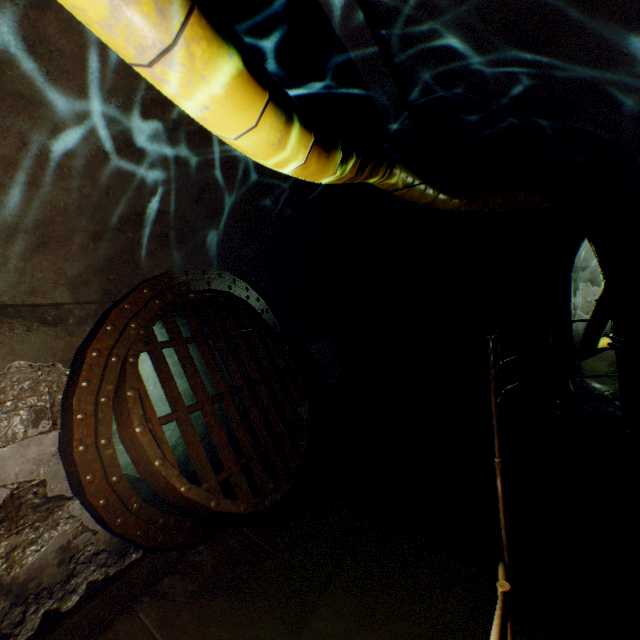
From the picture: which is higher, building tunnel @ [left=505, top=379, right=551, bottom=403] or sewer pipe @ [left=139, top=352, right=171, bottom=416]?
sewer pipe @ [left=139, top=352, right=171, bottom=416]

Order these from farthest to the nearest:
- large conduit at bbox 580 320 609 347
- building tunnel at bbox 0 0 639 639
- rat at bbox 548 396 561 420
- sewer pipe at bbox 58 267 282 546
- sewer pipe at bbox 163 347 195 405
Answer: large conduit at bbox 580 320 609 347
sewer pipe at bbox 163 347 195 405
rat at bbox 548 396 561 420
sewer pipe at bbox 58 267 282 546
building tunnel at bbox 0 0 639 639

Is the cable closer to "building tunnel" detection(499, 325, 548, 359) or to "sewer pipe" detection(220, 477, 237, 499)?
"building tunnel" detection(499, 325, 548, 359)

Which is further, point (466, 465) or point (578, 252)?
point (578, 252)

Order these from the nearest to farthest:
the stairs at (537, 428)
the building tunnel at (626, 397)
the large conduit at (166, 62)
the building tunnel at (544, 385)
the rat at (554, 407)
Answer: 1. the large conduit at (166, 62)
2. the stairs at (537, 428)
3. the building tunnel at (626, 397)
4. the rat at (554, 407)
5. the building tunnel at (544, 385)

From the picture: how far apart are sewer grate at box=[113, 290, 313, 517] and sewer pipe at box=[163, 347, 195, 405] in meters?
0.0 m

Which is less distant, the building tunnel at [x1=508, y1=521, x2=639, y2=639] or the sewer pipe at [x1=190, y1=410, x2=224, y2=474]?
the building tunnel at [x1=508, y1=521, x2=639, y2=639]

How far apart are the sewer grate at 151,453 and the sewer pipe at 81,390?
0.0m
